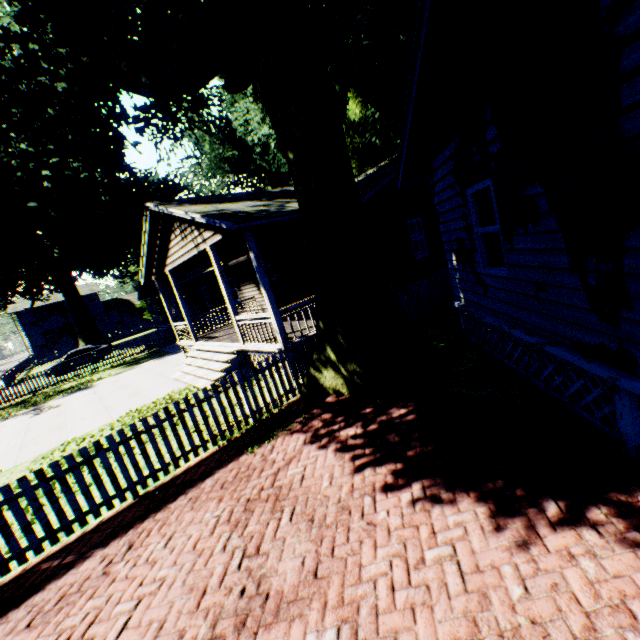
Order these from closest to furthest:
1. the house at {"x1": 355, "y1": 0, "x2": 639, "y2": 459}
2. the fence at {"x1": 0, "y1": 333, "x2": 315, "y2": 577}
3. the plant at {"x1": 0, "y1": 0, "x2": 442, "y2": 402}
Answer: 1. the house at {"x1": 355, "y1": 0, "x2": 639, "y2": 459}
2. the fence at {"x1": 0, "y1": 333, "x2": 315, "y2": 577}
3. the plant at {"x1": 0, "y1": 0, "x2": 442, "y2": 402}

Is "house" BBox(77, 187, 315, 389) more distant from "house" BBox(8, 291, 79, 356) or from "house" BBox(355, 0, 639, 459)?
"house" BBox(8, 291, 79, 356)

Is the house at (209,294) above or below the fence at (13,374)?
above

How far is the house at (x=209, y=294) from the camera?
9.1m

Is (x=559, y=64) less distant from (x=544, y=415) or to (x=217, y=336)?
(x=544, y=415)

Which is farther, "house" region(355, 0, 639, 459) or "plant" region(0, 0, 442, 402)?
"plant" region(0, 0, 442, 402)

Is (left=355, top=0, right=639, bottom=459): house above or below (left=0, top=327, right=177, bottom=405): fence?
above

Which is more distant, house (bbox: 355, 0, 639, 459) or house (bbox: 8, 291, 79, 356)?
house (bbox: 8, 291, 79, 356)
